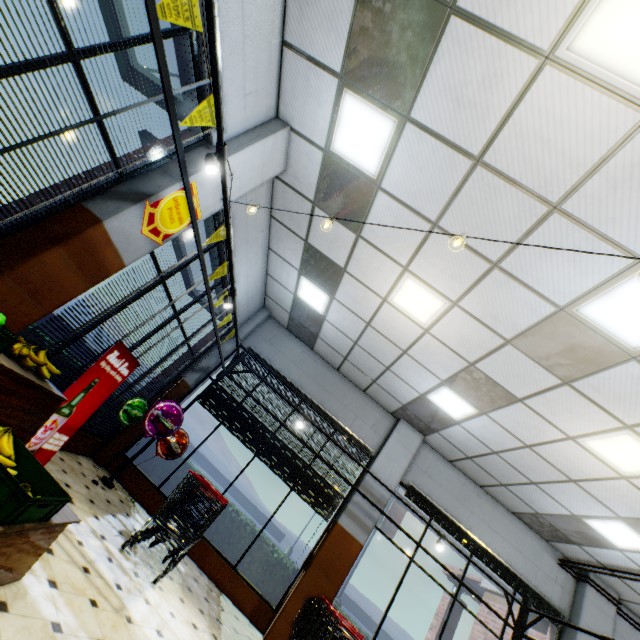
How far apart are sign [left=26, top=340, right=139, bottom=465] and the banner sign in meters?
1.6 m

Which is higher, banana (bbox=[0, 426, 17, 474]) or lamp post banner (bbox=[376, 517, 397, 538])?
lamp post banner (bbox=[376, 517, 397, 538])

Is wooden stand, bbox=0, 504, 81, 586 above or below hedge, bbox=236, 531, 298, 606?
below

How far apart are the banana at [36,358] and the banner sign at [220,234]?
2.3m

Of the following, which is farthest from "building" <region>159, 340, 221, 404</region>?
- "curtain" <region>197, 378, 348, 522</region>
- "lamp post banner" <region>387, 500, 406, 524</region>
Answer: "lamp post banner" <region>387, 500, 406, 524</region>

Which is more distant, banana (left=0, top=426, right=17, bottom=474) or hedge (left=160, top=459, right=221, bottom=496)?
hedge (left=160, top=459, right=221, bottom=496)

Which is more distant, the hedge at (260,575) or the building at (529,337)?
the hedge at (260,575)

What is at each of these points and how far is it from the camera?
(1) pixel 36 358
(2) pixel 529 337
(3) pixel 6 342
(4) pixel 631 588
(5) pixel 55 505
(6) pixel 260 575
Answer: (1) banana, 2.74m
(2) building, 4.23m
(3) fruit crate, 2.16m
(4) building, 6.54m
(5) fruit crate, 2.17m
(6) hedge, 6.39m
